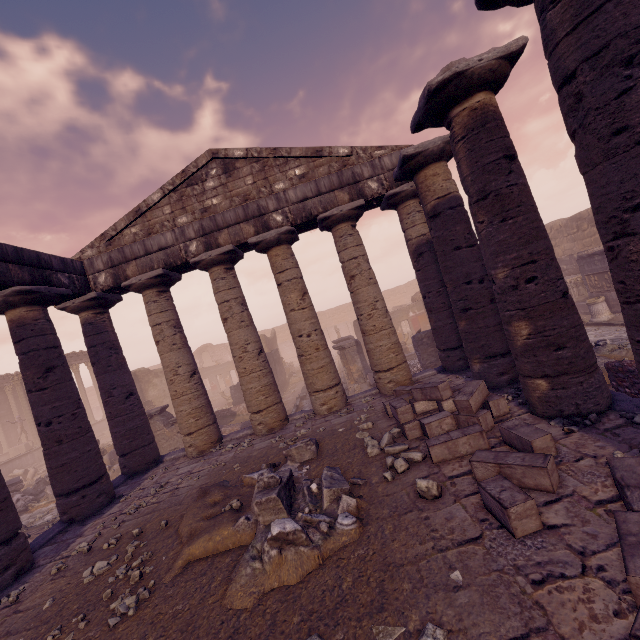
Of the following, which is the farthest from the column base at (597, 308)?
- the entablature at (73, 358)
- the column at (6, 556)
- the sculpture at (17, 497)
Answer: the entablature at (73, 358)

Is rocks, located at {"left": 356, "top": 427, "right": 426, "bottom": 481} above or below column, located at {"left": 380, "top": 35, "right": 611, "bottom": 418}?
below

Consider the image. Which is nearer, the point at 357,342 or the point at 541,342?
the point at 541,342

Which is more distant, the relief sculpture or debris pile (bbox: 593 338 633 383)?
the relief sculpture

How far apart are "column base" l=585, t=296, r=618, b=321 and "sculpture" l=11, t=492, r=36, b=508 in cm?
2547

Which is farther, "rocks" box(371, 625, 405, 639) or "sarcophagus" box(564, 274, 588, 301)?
"sarcophagus" box(564, 274, 588, 301)

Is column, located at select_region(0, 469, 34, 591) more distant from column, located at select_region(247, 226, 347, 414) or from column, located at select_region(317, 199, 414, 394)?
column, located at select_region(317, 199, 414, 394)

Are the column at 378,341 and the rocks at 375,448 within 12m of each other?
yes
